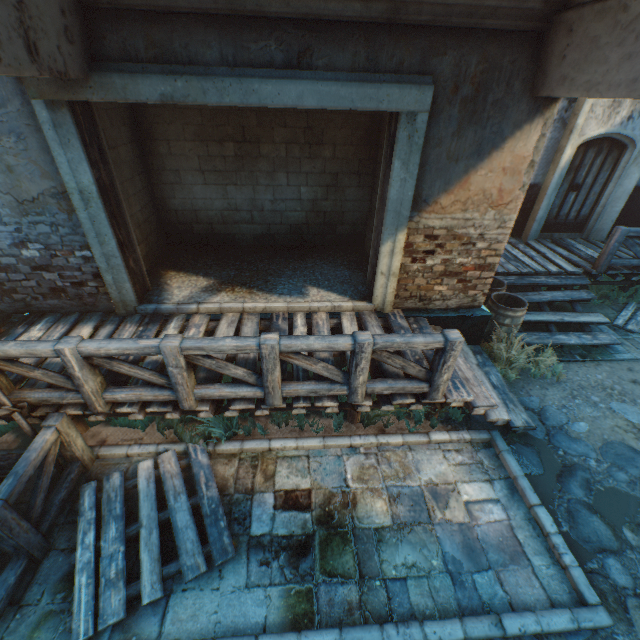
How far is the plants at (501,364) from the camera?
5.6 meters

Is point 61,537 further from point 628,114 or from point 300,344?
point 628,114

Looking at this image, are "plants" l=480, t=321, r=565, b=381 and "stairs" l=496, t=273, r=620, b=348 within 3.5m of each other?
yes

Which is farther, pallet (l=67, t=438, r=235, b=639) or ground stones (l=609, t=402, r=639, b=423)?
ground stones (l=609, t=402, r=639, b=423)

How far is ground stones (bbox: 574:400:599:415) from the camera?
5.2 meters

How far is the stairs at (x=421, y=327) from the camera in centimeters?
535cm

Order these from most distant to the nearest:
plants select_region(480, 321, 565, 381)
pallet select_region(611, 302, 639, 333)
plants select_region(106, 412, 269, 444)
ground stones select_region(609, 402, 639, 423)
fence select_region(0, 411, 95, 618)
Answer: pallet select_region(611, 302, 639, 333)
plants select_region(480, 321, 565, 381)
ground stones select_region(609, 402, 639, 423)
plants select_region(106, 412, 269, 444)
fence select_region(0, 411, 95, 618)

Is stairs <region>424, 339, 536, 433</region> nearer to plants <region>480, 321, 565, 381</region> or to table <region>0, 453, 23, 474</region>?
plants <region>480, 321, 565, 381</region>
